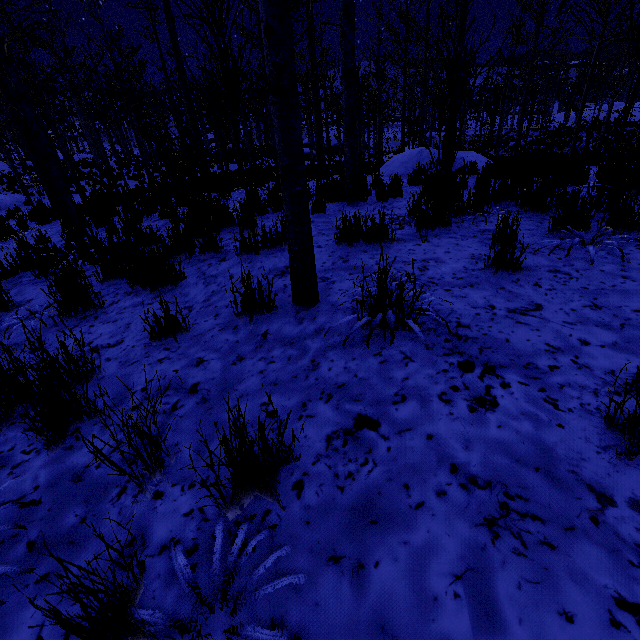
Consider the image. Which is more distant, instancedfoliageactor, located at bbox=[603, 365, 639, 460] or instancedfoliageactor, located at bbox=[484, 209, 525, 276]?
instancedfoliageactor, located at bbox=[484, 209, 525, 276]

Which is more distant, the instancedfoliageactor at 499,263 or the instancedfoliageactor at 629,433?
the instancedfoliageactor at 499,263

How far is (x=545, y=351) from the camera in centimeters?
163cm

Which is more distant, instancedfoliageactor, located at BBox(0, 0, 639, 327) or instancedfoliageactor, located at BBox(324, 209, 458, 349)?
instancedfoliageactor, located at BBox(0, 0, 639, 327)

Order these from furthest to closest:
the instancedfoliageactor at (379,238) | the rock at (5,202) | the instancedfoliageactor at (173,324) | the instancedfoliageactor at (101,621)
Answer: the rock at (5,202) → the instancedfoliageactor at (173,324) → the instancedfoliageactor at (379,238) → the instancedfoliageactor at (101,621)

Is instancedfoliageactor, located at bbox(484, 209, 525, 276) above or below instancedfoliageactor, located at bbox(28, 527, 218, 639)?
above

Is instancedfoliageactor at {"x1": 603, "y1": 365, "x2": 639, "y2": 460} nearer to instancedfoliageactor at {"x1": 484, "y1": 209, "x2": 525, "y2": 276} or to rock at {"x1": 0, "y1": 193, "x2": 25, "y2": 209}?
instancedfoliageactor at {"x1": 484, "y1": 209, "x2": 525, "y2": 276}
